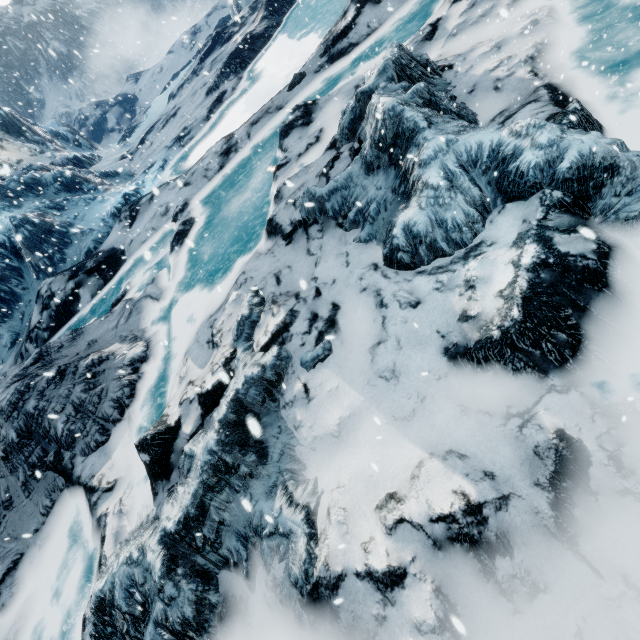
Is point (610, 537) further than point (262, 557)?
No
